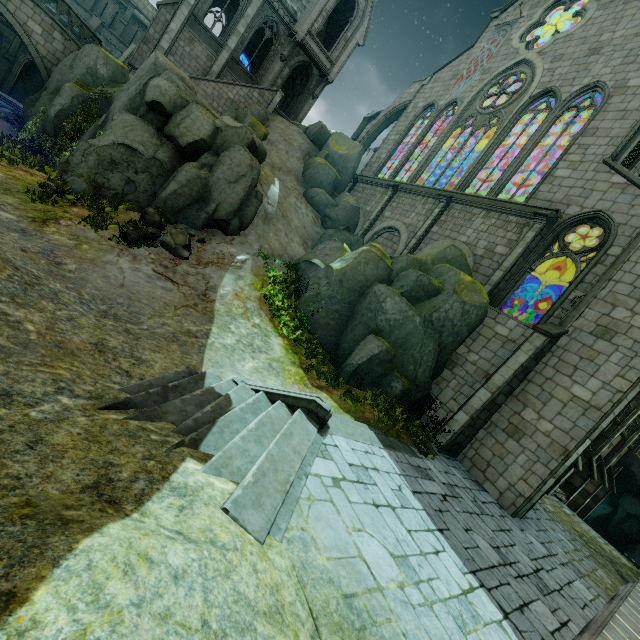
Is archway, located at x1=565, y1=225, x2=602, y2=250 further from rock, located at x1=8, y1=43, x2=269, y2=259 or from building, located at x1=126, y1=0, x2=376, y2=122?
rock, located at x1=8, y1=43, x2=269, y2=259

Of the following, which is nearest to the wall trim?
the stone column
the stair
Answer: the stair

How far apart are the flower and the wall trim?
9.3m

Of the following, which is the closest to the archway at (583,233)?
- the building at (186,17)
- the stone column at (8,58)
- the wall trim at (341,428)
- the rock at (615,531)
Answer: the building at (186,17)

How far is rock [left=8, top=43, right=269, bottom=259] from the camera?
13.83m

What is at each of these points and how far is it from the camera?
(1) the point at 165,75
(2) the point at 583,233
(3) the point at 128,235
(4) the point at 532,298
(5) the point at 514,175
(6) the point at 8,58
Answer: (1) rock, 16.00m
(2) archway, 14.80m
(3) flower, 11.61m
(4) archway, 15.98m
(5) building, 16.72m
(6) stone column, 28.62m

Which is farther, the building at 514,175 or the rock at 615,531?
the rock at 615,531

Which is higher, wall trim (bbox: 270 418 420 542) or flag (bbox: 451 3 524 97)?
flag (bbox: 451 3 524 97)
